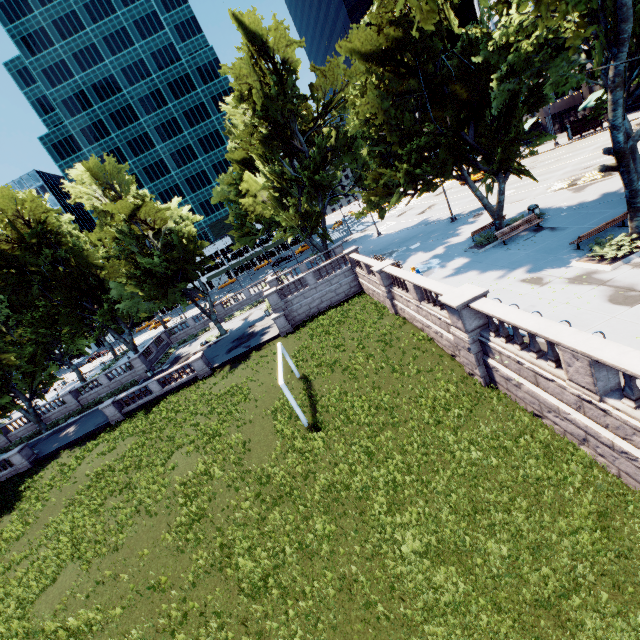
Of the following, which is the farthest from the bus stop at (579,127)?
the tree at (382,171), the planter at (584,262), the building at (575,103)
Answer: the planter at (584,262)

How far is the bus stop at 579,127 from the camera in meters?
40.3 m

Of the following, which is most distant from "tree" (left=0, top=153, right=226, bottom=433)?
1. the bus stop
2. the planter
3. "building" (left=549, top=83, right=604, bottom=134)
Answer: the bus stop

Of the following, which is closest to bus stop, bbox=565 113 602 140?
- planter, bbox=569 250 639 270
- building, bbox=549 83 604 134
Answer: building, bbox=549 83 604 134

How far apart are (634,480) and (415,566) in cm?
605

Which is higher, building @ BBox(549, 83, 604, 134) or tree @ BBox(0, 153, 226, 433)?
tree @ BBox(0, 153, 226, 433)

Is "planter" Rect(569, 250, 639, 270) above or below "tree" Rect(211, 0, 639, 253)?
below

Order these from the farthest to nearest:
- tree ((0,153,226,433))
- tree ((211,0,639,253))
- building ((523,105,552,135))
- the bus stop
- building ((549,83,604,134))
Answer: building ((523,105,552,135)) < building ((549,83,604,134)) < the bus stop < tree ((0,153,226,433)) < tree ((211,0,639,253))
